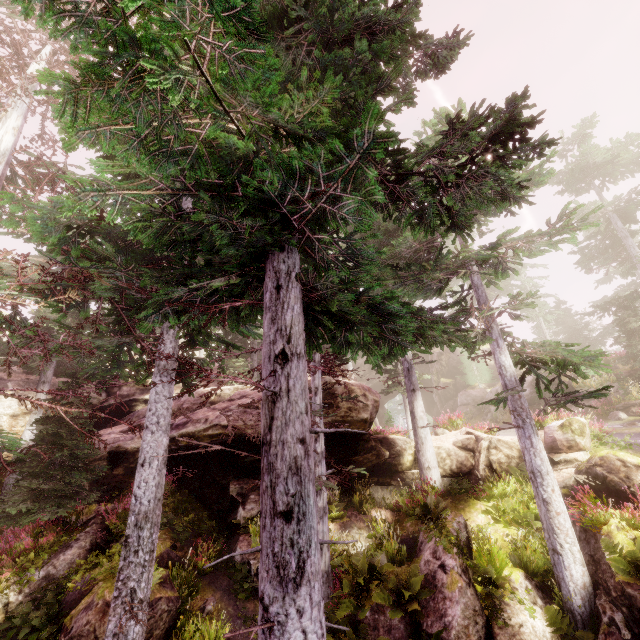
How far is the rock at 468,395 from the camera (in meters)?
30.61

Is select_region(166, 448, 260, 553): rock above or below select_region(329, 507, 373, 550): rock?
above

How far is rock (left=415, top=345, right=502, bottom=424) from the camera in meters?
30.6 m

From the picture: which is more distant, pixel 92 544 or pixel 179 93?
pixel 92 544

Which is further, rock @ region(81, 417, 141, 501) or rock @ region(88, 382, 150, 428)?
rock @ region(88, 382, 150, 428)
